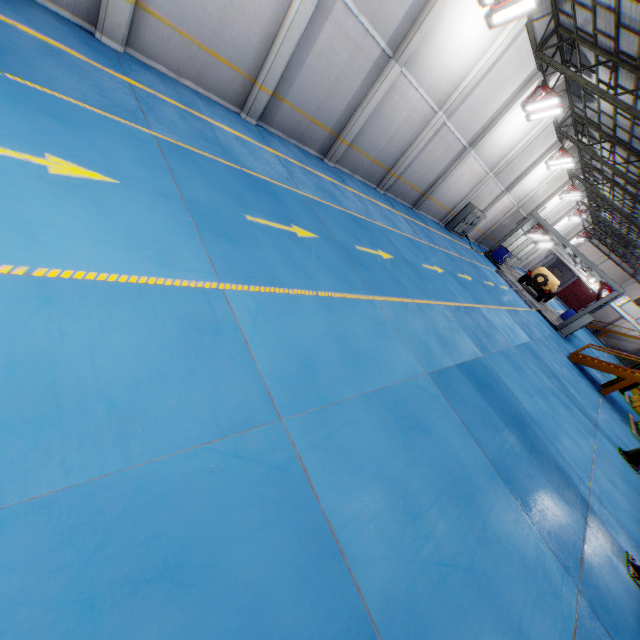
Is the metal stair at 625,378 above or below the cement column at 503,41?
below

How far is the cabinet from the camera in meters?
21.8 m

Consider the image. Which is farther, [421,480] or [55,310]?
[421,480]

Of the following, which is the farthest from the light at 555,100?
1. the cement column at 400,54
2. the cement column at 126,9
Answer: the cement column at 126,9

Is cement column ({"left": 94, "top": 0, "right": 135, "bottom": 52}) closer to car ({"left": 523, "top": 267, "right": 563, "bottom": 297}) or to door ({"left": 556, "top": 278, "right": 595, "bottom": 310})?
car ({"left": 523, "top": 267, "right": 563, "bottom": 297})

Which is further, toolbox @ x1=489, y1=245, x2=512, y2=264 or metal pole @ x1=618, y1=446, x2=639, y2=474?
toolbox @ x1=489, y1=245, x2=512, y2=264

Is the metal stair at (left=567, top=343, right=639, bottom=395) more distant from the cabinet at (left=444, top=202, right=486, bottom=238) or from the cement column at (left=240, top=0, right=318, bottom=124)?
the cement column at (left=240, top=0, right=318, bottom=124)

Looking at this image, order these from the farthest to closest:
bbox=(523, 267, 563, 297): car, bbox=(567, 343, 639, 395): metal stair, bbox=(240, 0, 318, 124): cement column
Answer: bbox=(523, 267, 563, 297): car
bbox=(567, 343, 639, 395): metal stair
bbox=(240, 0, 318, 124): cement column
